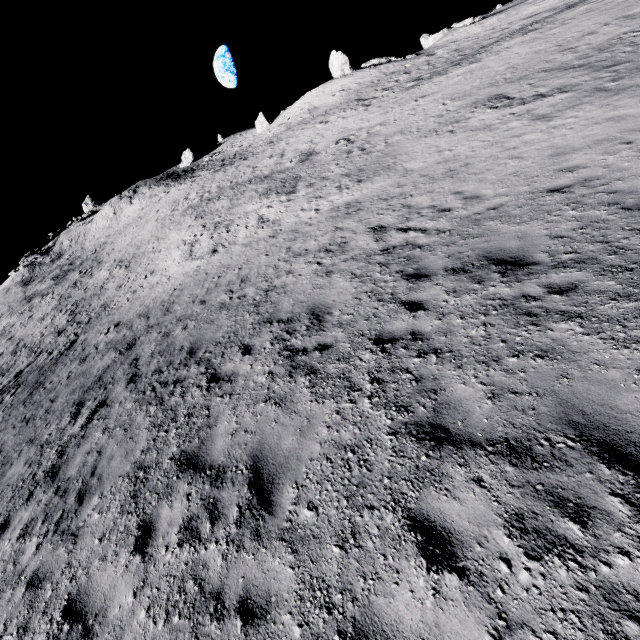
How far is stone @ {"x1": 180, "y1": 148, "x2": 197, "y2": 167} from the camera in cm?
5656

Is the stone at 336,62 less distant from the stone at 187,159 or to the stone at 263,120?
the stone at 263,120

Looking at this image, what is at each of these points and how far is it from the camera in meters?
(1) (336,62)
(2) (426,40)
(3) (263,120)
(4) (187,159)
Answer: (1) stone, 42.2
(2) stone, 45.4
(3) stone, 52.0
(4) stone, 57.0

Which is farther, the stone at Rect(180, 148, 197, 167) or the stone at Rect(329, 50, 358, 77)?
the stone at Rect(180, 148, 197, 167)

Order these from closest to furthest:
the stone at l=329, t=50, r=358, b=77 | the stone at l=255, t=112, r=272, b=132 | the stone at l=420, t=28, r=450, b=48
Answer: the stone at l=329, t=50, r=358, b=77 < the stone at l=420, t=28, r=450, b=48 < the stone at l=255, t=112, r=272, b=132

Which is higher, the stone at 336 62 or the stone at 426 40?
the stone at 336 62

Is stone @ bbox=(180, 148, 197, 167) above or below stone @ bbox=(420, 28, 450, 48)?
above

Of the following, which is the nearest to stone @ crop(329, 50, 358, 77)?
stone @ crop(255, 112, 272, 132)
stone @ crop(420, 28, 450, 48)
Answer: stone @ crop(420, 28, 450, 48)
